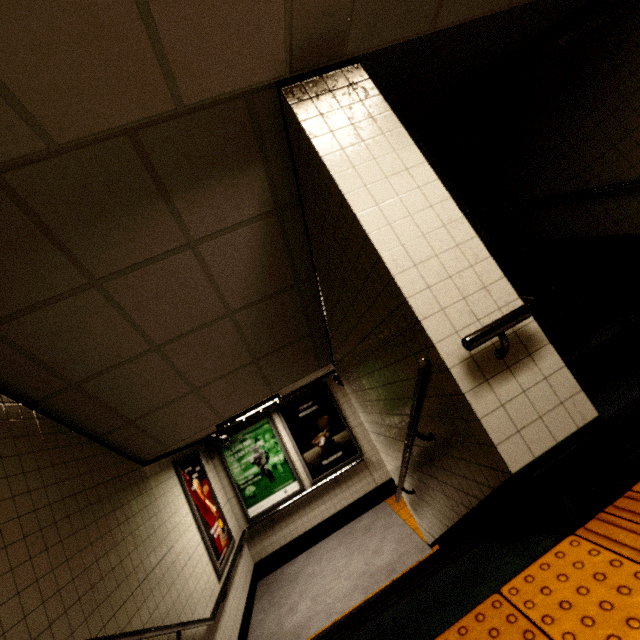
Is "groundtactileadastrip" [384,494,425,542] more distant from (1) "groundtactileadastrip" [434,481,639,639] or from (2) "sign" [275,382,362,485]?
(1) "groundtactileadastrip" [434,481,639,639]

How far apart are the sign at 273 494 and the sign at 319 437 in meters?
0.1

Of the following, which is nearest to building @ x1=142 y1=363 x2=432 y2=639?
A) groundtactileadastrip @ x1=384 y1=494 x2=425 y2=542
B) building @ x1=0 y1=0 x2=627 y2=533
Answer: groundtactileadastrip @ x1=384 y1=494 x2=425 y2=542

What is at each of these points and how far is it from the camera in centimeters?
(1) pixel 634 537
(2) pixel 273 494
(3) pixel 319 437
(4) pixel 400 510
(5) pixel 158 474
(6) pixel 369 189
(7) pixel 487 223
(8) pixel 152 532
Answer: (1) groundtactileadastrip, 134cm
(2) sign, 672cm
(3) sign, 709cm
(4) groundtactileadastrip, 620cm
(5) building, 438cm
(6) building, 192cm
(7) stairs, 535cm
(8) stairs, 362cm

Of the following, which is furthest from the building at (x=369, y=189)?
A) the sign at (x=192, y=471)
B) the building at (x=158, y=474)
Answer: the sign at (x=192, y=471)

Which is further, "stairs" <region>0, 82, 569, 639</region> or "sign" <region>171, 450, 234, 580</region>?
"sign" <region>171, 450, 234, 580</region>

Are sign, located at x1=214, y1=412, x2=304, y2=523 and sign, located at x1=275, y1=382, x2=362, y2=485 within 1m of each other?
yes

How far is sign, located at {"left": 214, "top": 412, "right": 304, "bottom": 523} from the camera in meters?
6.7 m
